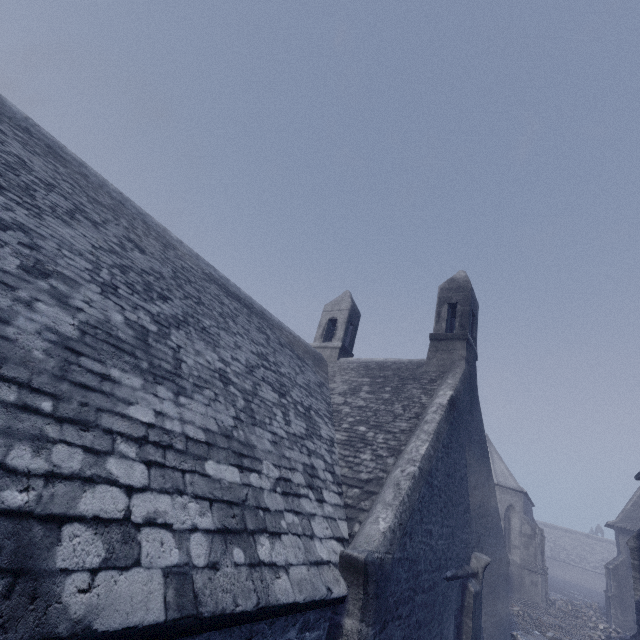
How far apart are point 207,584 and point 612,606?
37.69m
